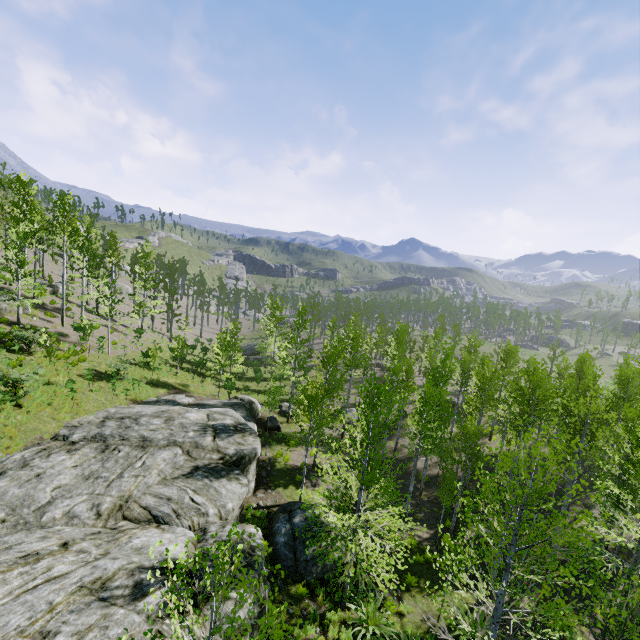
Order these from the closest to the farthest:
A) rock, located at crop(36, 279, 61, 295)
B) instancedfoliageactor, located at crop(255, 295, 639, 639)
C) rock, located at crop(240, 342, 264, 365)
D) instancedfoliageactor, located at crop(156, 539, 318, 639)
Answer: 1. instancedfoliageactor, located at crop(156, 539, 318, 639)
2. instancedfoliageactor, located at crop(255, 295, 639, 639)
3. rock, located at crop(36, 279, 61, 295)
4. rock, located at crop(240, 342, 264, 365)

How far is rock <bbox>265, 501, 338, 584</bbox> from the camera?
13.3 meters

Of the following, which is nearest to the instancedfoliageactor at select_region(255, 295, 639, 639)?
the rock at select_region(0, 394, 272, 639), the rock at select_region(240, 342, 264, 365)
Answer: the rock at select_region(0, 394, 272, 639)

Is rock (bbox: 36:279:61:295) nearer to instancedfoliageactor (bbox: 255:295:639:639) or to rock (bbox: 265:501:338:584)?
rock (bbox: 265:501:338:584)

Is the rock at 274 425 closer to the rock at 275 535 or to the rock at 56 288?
the rock at 275 535

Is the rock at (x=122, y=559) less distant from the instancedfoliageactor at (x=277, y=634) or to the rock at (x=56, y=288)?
the instancedfoliageactor at (x=277, y=634)

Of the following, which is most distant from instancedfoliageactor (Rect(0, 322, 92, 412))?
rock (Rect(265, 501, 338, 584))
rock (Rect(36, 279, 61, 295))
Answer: rock (Rect(36, 279, 61, 295))

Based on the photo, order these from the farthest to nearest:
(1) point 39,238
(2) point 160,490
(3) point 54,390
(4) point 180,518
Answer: (1) point 39,238, (3) point 54,390, (2) point 160,490, (4) point 180,518
